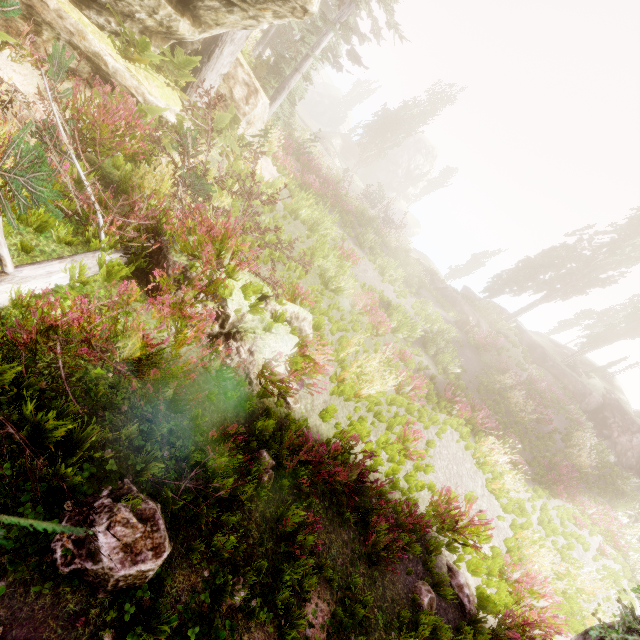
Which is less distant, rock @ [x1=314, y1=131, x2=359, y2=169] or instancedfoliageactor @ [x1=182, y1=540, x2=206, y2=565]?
instancedfoliageactor @ [x1=182, y1=540, x2=206, y2=565]

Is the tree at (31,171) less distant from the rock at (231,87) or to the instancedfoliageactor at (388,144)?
the instancedfoliageactor at (388,144)

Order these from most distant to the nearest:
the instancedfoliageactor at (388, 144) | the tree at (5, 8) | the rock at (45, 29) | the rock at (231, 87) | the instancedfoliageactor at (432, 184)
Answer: the instancedfoliageactor at (432, 184)
the instancedfoliageactor at (388, 144)
the rock at (231, 87)
the rock at (45, 29)
the tree at (5, 8)

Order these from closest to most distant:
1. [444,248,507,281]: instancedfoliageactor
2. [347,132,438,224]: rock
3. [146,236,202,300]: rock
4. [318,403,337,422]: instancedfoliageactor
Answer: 1. [146,236,202,300]: rock
2. [318,403,337,422]: instancedfoliageactor
3. [444,248,507,281]: instancedfoliageactor
4. [347,132,438,224]: rock

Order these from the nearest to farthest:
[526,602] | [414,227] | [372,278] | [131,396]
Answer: [131,396] < [526,602] < [372,278] < [414,227]

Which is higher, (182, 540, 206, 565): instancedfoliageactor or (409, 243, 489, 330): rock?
(409, 243, 489, 330): rock

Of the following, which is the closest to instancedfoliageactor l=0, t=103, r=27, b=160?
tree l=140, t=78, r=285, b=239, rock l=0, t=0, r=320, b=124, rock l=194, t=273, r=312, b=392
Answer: rock l=0, t=0, r=320, b=124

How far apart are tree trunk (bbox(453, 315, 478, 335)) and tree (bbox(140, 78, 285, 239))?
18.0m
